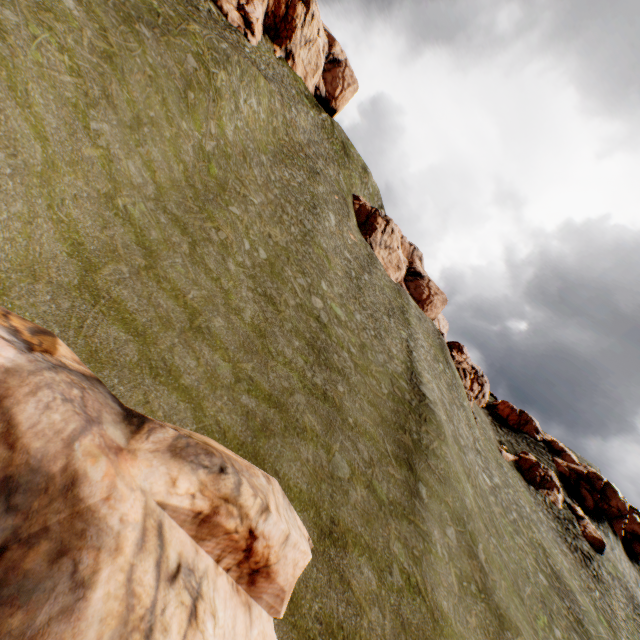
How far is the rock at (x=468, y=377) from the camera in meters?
47.8 m

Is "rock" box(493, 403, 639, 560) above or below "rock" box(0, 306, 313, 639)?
above

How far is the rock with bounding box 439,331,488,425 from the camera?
47.78m

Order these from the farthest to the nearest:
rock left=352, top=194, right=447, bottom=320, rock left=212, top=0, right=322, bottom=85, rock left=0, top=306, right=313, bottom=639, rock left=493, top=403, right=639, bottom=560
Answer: rock left=352, top=194, right=447, bottom=320, rock left=212, top=0, right=322, bottom=85, rock left=493, top=403, right=639, bottom=560, rock left=0, top=306, right=313, bottom=639

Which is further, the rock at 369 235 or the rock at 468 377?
the rock at 369 235

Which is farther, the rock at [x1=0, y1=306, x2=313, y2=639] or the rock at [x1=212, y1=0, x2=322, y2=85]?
the rock at [x1=212, y1=0, x2=322, y2=85]

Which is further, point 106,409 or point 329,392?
point 329,392
